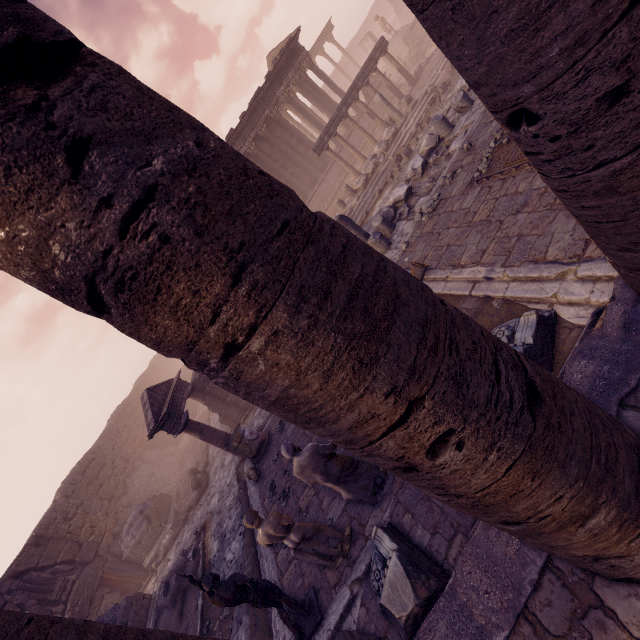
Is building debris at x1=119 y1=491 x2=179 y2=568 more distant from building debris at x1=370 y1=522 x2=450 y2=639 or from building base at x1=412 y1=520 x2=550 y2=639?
building debris at x1=370 y1=522 x2=450 y2=639

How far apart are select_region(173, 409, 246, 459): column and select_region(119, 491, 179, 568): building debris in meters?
6.4

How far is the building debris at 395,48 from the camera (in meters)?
26.91

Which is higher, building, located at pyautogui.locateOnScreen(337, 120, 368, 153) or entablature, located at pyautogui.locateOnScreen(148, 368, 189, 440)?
entablature, located at pyautogui.locateOnScreen(148, 368, 189, 440)

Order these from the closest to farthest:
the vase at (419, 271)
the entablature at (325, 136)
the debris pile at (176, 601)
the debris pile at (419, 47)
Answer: the vase at (419, 271)
the debris pile at (176, 601)
the entablature at (325, 136)
the debris pile at (419, 47)

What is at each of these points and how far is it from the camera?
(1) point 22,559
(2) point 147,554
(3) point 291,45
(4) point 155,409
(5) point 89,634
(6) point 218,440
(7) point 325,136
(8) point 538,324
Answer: (1) wall arch, 12.22m
(2) building debris, 14.52m
(3) building, 20.73m
(4) pediment, 10.94m
(5) column, 1.54m
(6) column, 11.12m
(7) entablature, 17.48m
(8) building debris, 4.13m

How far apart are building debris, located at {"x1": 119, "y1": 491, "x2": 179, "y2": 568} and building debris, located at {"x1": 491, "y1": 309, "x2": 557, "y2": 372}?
15.7 meters

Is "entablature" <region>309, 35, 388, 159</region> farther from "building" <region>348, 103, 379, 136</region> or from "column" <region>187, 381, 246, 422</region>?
"column" <region>187, 381, 246, 422</region>
